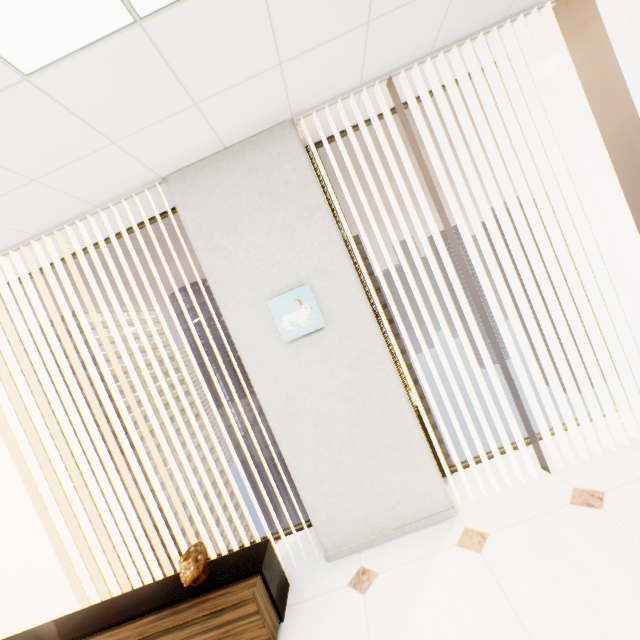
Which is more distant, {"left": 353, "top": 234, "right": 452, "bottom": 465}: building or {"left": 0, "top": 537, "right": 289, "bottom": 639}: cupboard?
{"left": 353, "top": 234, "right": 452, "bottom": 465}: building

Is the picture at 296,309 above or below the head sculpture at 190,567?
above

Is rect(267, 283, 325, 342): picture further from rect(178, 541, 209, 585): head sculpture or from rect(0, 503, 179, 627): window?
rect(178, 541, 209, 585): head sculpture

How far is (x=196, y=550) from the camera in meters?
2.2 m

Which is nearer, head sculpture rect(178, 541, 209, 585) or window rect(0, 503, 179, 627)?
head sculpture rect(178, 541, 209, 585)

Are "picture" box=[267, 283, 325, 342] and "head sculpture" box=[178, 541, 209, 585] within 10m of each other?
yes

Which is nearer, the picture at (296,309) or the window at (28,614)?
the picture at (296,309)

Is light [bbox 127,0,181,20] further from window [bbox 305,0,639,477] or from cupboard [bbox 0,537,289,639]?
cupboard [bbox 0,537,289,639]
